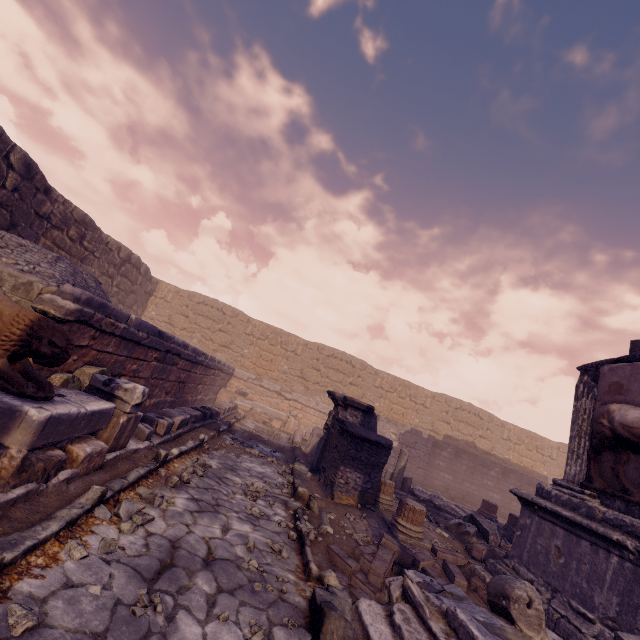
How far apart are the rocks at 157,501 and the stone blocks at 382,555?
2.15m

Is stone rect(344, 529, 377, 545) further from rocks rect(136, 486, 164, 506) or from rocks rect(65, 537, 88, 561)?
rocks rect(65, 537, 88, 561)

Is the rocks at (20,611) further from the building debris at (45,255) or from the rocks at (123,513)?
the building debris at (45,255)

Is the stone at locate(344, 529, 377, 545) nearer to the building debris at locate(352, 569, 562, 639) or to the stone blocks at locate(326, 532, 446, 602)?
the stone blocks at locate(326, 532, 446, 602)

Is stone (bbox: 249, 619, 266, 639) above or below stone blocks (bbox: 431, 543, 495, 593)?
below

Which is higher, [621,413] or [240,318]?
[240,318]

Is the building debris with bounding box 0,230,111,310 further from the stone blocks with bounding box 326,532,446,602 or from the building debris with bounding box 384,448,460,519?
the building debris with bounding box 384,448,460,519

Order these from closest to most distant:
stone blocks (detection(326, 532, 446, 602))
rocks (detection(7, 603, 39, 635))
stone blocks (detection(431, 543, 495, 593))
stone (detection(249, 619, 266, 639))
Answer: rocks (detection(7, 603, 39, 635)) < stone (detection(249, 619, 266, 639)) < stone blocks (detection(326, 532, 446, 602)) < stone blocks (detection(431, 543, 495, 593))
